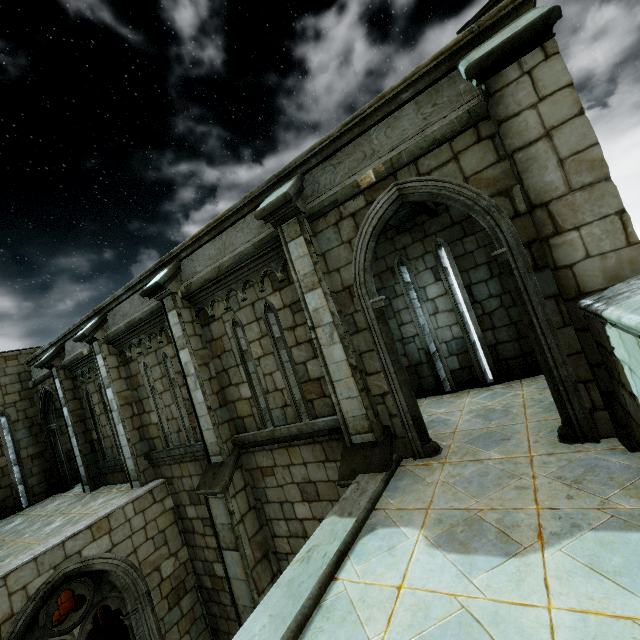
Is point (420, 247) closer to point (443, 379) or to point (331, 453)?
point (443, 379)
